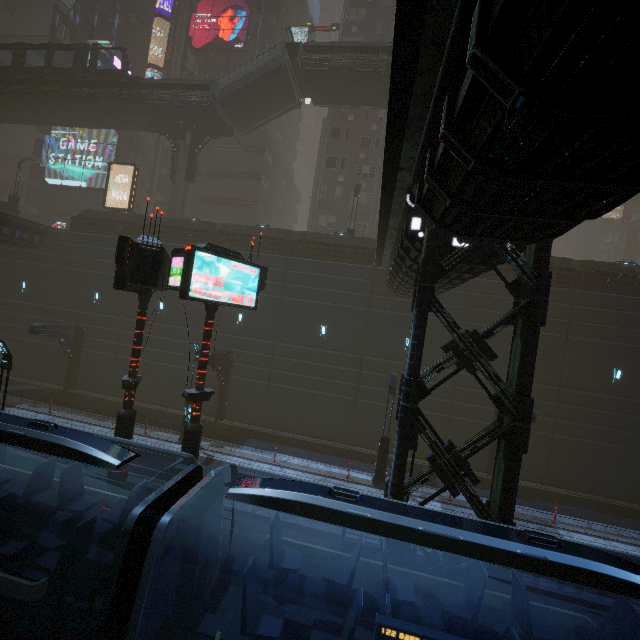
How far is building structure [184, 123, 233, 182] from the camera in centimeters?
2719cm

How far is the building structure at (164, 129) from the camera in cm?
2772

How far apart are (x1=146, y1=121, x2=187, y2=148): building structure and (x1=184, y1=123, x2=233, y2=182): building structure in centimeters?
68cm

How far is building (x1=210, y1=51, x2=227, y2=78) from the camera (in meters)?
36.09

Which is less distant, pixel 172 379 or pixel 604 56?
pixel 604 56

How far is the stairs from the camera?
23.8 meters

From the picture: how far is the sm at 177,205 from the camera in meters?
26.7 m
